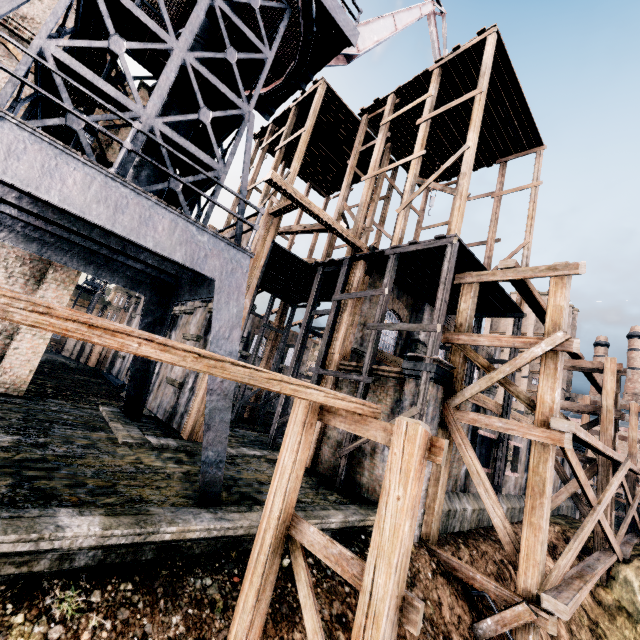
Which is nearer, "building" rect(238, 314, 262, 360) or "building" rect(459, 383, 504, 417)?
"building" rect(459, 383, 504, 417)

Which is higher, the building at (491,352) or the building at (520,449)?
the building at (491,352)

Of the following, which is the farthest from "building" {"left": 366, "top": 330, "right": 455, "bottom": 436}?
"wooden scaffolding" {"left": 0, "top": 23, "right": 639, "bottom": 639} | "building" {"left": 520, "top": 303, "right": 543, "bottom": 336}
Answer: "building" {"left": 520, "top": 303, "right": 543, "bottom": 336}

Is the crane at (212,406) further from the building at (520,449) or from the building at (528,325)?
the building at (528,325)

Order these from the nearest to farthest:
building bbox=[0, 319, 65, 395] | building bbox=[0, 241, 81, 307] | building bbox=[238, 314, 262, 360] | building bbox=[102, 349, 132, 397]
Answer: building bbox=[0, 319, 65, 395] → building bbox=[0, 241, 81, 307] → building bbox=[102, 349, 132, 397] → building bbox=[238, 314, 262, 360]

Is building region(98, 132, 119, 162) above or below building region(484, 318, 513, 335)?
below

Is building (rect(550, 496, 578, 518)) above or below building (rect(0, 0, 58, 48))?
below

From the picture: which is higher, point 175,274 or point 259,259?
point 259,259
